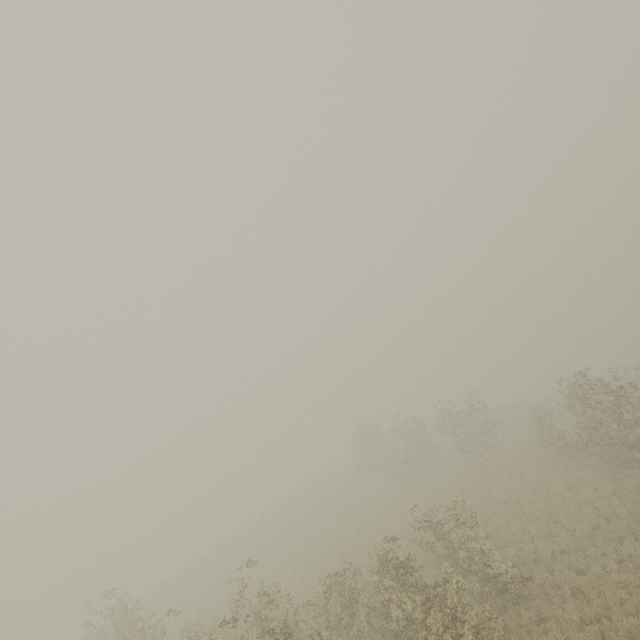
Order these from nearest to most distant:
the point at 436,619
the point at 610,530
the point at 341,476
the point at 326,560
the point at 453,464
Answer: the point at 436,619 → the point at 610,530 → the point at 326,560 → the point at 453,464 → the point at 341,476
